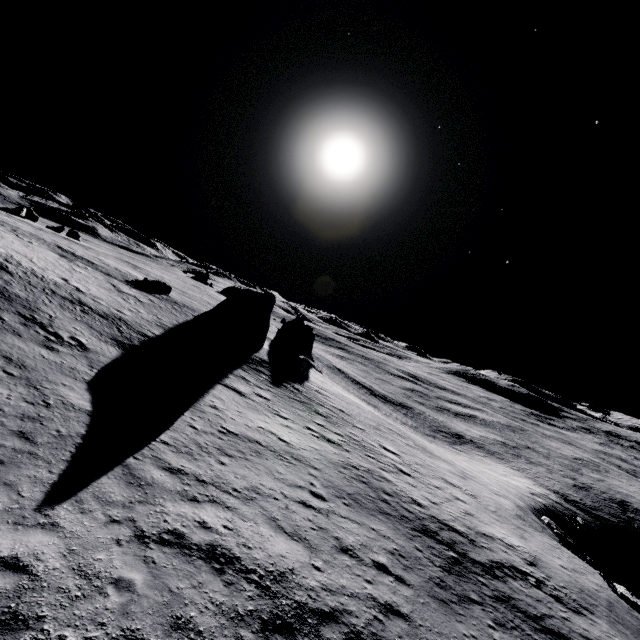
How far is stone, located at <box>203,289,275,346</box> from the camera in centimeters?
3644cm

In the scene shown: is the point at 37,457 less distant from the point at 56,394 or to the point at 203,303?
the point at 56,394

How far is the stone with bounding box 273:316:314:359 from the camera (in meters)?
48.44

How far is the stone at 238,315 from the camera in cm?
3644

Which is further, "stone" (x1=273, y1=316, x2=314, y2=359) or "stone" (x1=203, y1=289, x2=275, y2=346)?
"stone" (x1=273, y1=316, x2=314, y2=359)

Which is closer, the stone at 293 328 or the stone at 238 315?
the stone at 238 315
